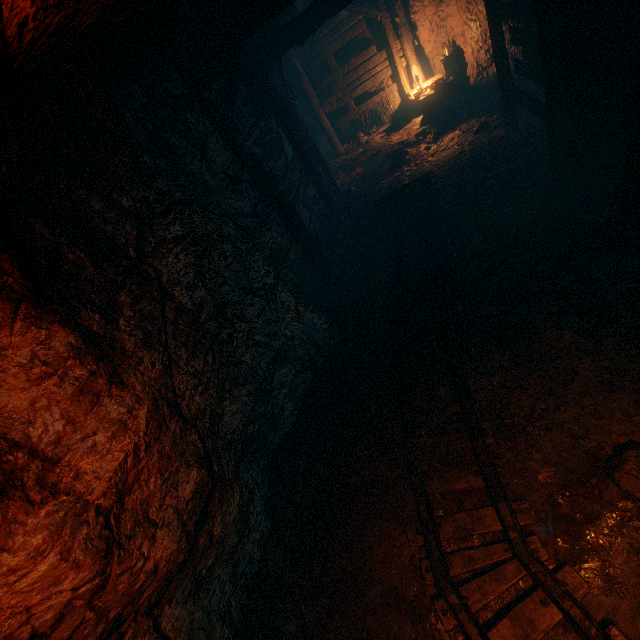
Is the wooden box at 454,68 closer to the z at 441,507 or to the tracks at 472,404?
the z at 441,507

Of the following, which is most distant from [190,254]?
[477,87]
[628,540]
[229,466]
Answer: [477,87]

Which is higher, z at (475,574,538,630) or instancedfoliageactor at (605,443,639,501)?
instancedfoliageactor at (605,443,639,501)

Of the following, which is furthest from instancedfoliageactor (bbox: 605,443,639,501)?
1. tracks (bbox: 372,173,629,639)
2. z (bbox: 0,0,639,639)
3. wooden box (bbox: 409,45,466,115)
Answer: wooden box (bbox: 409,45,466,115)

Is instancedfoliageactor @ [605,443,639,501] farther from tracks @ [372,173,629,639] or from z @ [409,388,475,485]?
tracks @ [372,173,629,639]

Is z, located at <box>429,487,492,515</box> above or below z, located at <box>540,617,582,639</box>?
above

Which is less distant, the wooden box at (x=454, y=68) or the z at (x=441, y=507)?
the z at (x=441, y=507)

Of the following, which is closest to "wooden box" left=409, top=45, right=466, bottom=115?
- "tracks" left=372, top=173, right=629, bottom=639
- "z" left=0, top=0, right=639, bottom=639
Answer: "z" left=0, top=0, right=639, bottom=639
